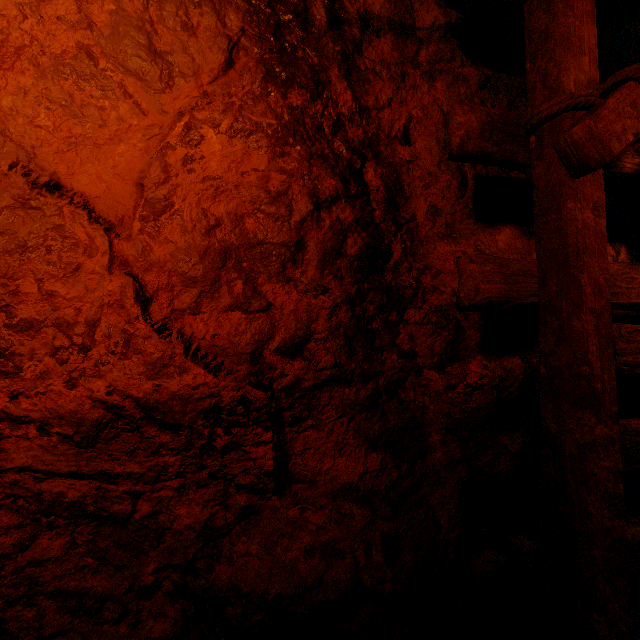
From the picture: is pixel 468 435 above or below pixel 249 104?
below
